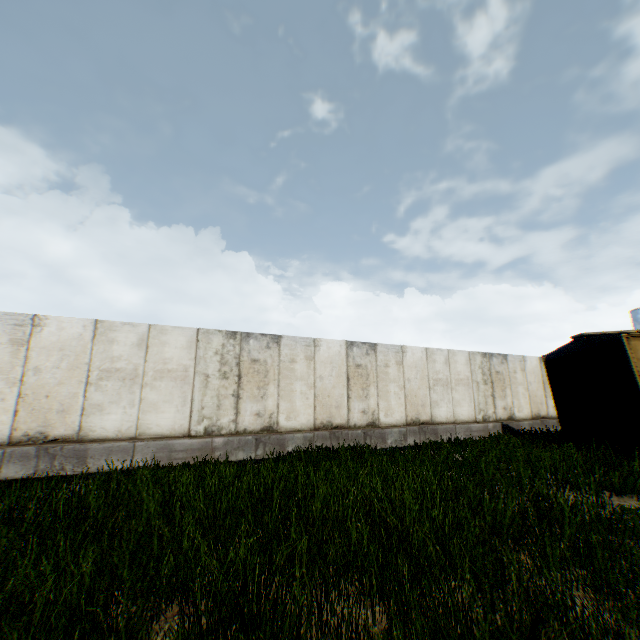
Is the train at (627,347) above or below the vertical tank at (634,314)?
below

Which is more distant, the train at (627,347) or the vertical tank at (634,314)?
the vertical tank at (634,314)

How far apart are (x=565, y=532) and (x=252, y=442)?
7.2m

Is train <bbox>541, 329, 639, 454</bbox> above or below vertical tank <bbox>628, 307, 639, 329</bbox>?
below

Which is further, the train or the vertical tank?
the vertical tank
